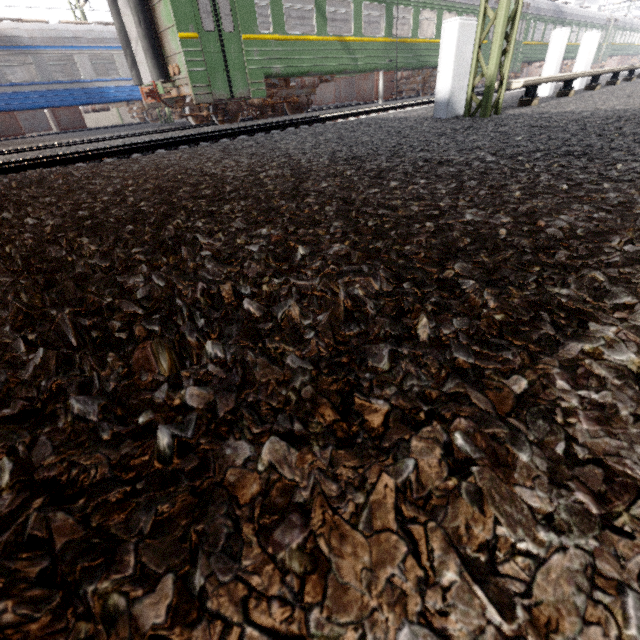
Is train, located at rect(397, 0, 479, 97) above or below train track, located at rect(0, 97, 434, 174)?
above

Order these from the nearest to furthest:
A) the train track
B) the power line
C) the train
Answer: the power line → the train track → the train

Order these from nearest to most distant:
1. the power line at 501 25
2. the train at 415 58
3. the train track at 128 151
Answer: the power line at 501 25 < the train track at 128 151 < the train at 415 58

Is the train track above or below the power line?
below

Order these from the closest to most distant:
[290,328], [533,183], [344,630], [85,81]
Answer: [344,630]
[290,328]
[533,183]
[85,81]

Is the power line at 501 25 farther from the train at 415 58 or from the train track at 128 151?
the train track at 128 151

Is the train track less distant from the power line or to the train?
the train

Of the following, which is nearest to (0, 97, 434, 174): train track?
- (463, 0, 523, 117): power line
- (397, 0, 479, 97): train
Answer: (397, 0, 479, 97): train
